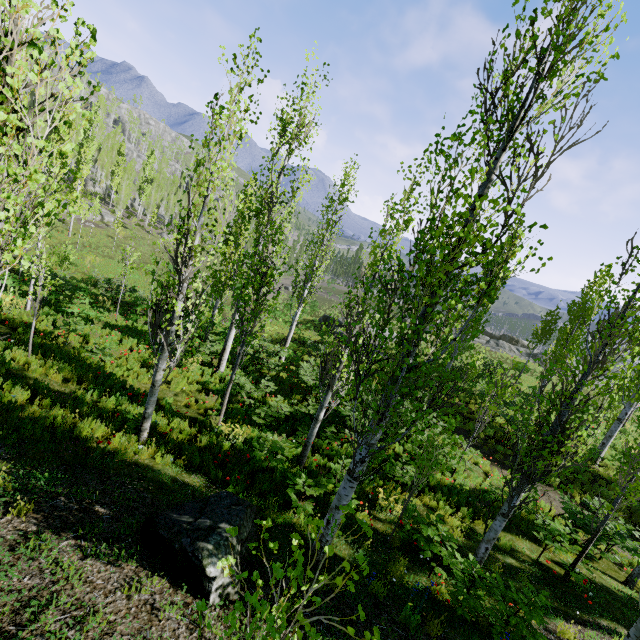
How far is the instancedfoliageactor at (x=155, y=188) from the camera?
44.6m

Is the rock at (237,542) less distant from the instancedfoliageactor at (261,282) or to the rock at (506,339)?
the instancedfoliageactor at (261,282)

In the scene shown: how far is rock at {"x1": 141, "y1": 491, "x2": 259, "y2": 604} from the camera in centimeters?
418cm

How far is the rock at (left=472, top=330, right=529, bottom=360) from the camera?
36.8 meters

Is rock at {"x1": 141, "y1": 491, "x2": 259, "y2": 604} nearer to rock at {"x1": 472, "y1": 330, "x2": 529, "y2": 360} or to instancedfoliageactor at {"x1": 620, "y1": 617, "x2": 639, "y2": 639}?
instancedfoliageactor at {"x1": 620, "y1": 617, "x2": 639, "y2": 639}

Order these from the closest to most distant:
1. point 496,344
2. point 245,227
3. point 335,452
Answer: point 335,452 → point 245,227 → point 496,344

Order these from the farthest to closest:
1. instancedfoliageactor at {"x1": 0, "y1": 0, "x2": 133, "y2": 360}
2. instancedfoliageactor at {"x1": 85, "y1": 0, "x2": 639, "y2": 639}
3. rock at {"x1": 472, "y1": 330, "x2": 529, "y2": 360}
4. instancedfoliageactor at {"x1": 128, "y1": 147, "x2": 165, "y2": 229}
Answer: instancedfoliageactor at {"x1": 128, "y1": 147, "x2": 165, "y2": 229}, rock at {"x1": 472, "y1": 330, "x2": 529, "y2": 360}, instancedfoliageactor at {"x1": 85, "y1": 0, "x2": 639, "y2": 639}, instancedfoliageactor at {"x1": 0, "y1": 0, "x2": 133, "y2": 360}

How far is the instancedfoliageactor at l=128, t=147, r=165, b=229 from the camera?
44.62m
